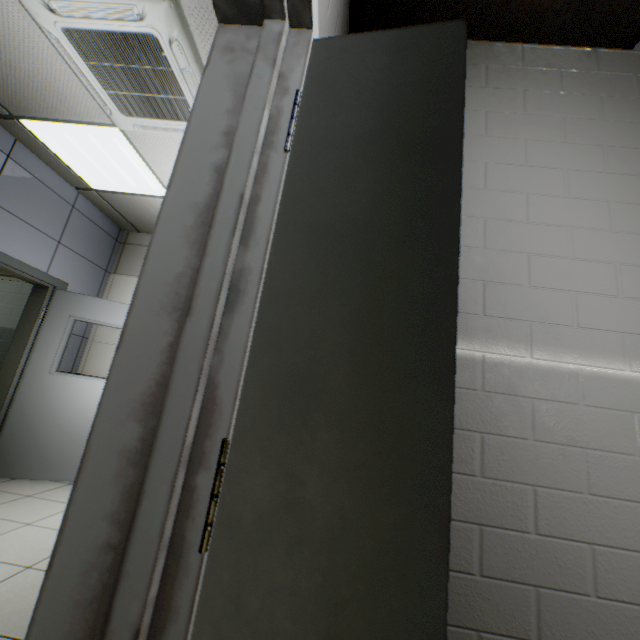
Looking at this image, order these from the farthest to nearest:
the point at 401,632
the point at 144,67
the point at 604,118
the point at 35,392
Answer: the point at 35,392 < the point at 144,67 < the point at 604,118 < the point at 401,632

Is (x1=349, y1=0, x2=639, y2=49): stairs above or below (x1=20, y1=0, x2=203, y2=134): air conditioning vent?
above

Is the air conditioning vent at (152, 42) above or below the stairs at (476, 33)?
below
